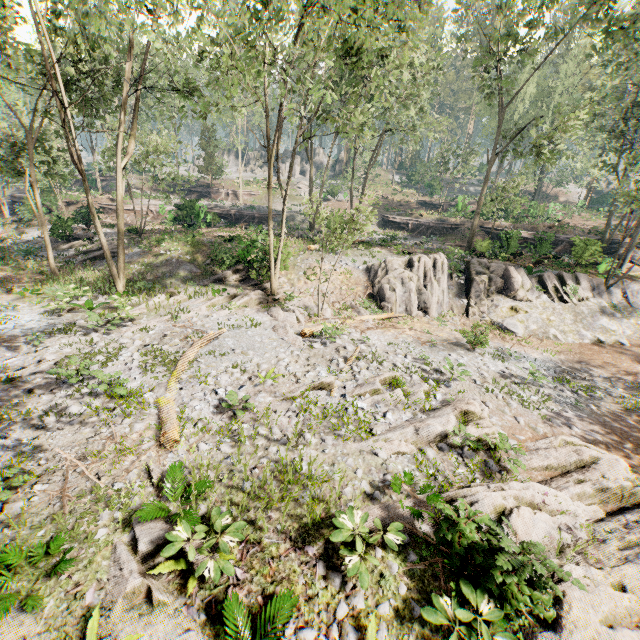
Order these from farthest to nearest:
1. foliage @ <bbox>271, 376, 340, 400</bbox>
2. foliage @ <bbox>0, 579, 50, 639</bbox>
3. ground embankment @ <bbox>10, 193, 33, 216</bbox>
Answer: ground embankment @ <bbox>10, 193, 33, 216</bbox> < foliage @ <bbox>271, 376, 340, 400</bbox> < foliage @ <bbox>0, 579, 50, 639</bbox>

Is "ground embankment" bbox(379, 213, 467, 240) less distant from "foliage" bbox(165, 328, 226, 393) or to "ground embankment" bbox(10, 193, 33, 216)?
"foliage" bbox(165, 328, 226, 393)

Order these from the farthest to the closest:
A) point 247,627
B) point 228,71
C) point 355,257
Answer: point 355,257
point 228,71
point 247,627

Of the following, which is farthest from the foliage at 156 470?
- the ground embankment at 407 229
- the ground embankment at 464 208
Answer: the ground embankment at 407 229

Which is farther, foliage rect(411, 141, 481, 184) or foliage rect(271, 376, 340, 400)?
foliage rect(411, 141, 481, 184)

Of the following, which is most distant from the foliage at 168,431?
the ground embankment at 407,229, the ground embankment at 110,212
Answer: the ground embankment at 407,229

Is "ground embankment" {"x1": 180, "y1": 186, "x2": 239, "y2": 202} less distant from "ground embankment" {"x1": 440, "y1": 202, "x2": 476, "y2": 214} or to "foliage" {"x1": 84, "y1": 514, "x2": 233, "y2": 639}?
"foliage" {"x1": 84, "y1": 514, "x2": 233, "y2": 639}
